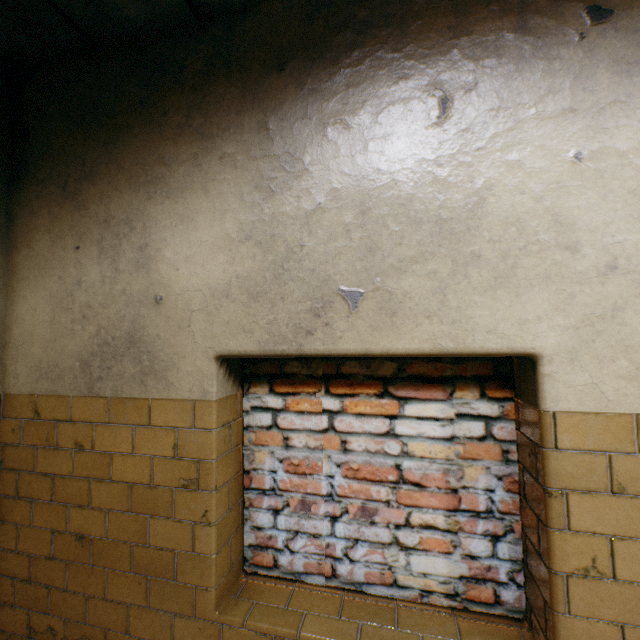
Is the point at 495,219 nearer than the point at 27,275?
Yes
